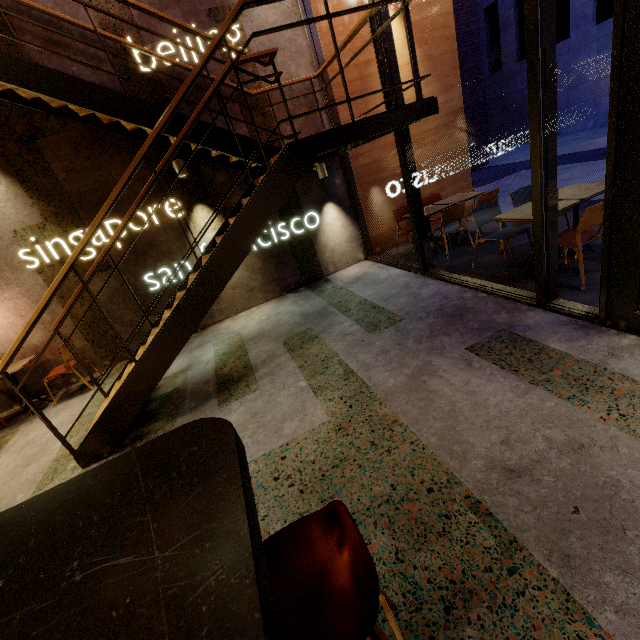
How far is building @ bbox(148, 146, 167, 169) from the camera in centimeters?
514cm

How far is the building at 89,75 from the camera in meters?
4.4 m

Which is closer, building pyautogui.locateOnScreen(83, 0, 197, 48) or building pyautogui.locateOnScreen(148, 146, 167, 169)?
building pyautogui.locateOnScreen(83, 0, 197, 48)

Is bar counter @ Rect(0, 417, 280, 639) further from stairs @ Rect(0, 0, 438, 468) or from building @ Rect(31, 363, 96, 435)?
stairs @ Rect(0, 0, 438, 468)

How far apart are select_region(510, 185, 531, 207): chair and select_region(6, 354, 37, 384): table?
7.7 meters

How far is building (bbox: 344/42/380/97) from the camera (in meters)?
5.73

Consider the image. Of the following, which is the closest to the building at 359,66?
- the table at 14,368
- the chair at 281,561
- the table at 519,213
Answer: the table at 519,213

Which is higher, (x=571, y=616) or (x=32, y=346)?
(x=32, y=346)
